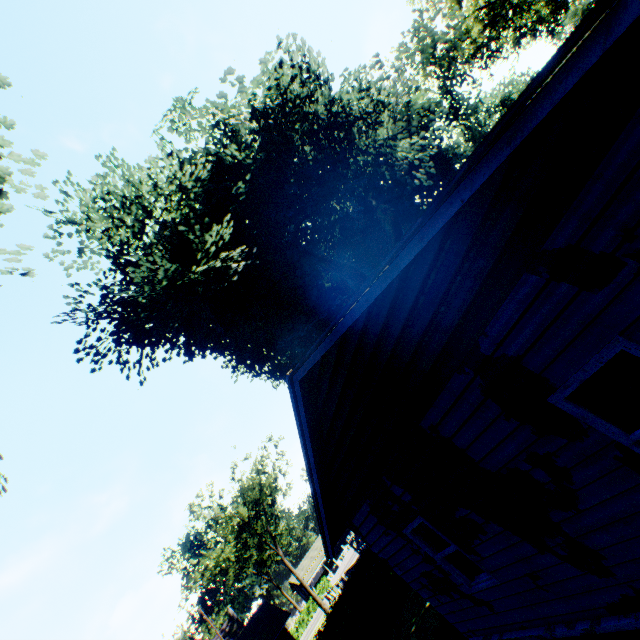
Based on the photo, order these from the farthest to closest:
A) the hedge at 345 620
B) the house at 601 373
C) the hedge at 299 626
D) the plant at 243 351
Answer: the hedge at 299 626
the plant at 243 351
the hedge at 345 620
the house at 601 373

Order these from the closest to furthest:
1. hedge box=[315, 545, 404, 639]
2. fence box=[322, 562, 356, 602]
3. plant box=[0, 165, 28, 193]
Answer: plant box=[0, 165, 28, 193], hedge box=[315, 545, 404, 639], fence box=[322, 562, 356, 602]

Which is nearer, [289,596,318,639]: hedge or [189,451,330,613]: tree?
[189,451,330,613]: tree

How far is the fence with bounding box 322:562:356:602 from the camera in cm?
2939

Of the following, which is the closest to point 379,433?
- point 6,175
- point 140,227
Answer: point 6,175

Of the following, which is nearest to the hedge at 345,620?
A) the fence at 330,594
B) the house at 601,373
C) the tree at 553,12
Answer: the fence at 330,594

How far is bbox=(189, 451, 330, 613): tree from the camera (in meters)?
34.91

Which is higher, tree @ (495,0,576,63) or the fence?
tree @ (495,0,576,63)
